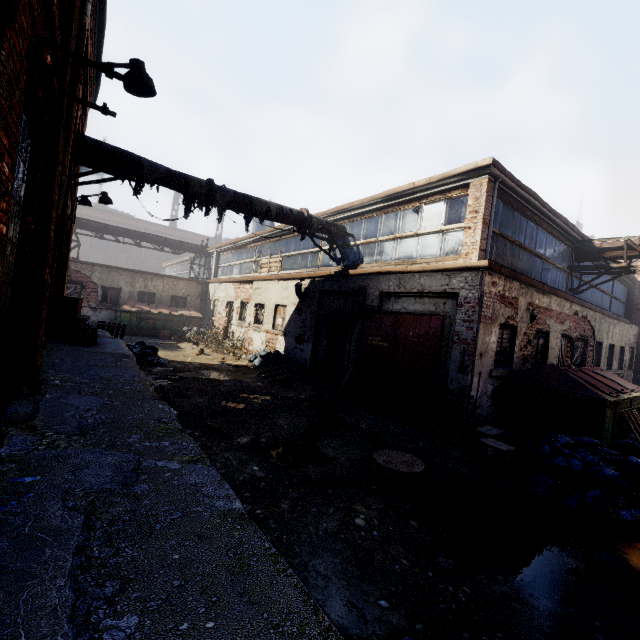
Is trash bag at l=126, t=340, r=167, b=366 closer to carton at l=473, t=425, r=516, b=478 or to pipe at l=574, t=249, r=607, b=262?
carton at l=473, t=425, r=516, b=478

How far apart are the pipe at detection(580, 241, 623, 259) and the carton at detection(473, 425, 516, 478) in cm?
930

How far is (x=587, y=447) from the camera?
5.54m

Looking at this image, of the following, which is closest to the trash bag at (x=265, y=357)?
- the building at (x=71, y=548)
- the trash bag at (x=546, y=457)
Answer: the building at (x=71, y=548)

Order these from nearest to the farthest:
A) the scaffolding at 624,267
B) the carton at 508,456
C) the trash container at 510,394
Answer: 1. the carton at 508,456
2. the trash container at 510,394
3. the scaffolding at 624,267

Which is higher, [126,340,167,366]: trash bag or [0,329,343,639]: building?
[0,329,343,639]: building

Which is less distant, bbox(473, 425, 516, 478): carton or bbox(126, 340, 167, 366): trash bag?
bbox(473, 425, 516, 478): carton
